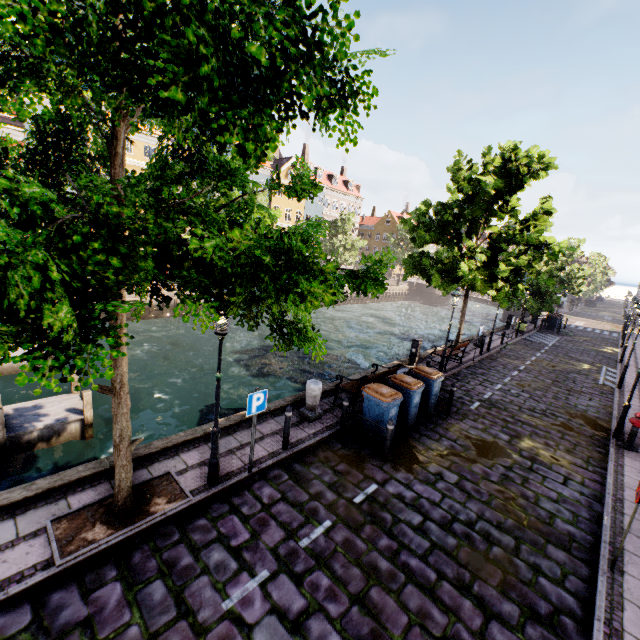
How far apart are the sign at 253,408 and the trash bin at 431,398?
4.30m

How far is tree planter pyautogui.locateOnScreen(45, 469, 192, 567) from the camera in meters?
4.9

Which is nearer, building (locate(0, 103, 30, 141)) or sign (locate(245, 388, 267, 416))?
sign (locate(245, 388, 267, 416))

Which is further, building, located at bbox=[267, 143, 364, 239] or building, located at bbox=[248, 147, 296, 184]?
building, located at bbox=[267, 143, 364, 239]

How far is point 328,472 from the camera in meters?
7.4

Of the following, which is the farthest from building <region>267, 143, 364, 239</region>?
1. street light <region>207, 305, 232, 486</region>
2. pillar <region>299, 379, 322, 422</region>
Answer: street light <region>207, 305, 232, 486</region>

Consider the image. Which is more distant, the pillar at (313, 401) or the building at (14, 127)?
the building at (14, 127)
